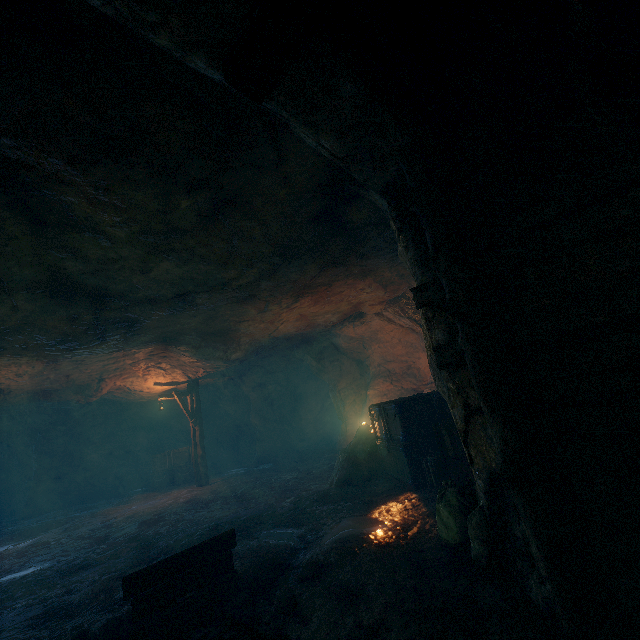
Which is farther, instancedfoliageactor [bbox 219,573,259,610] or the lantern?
the lantern

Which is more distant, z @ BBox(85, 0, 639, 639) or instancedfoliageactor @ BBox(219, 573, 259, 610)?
instancedfoliageactor @ BBox(219, 573, 259, 610)

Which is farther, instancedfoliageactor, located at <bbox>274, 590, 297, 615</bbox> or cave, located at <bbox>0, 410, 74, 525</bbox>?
cave, located at <bbox>0, 410, 74, 525</bbox>

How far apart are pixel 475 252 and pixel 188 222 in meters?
3.9 m

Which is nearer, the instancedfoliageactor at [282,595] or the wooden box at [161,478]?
the instancedfoliageactor at [282,595]

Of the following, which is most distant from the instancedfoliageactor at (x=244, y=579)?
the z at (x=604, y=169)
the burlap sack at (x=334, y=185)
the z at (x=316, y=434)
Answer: the z at (x=316, y=434)

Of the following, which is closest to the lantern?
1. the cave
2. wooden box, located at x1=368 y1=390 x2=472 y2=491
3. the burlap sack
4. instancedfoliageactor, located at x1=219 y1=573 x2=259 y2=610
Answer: the burlap sack

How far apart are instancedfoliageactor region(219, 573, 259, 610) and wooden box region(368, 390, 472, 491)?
3.1m
